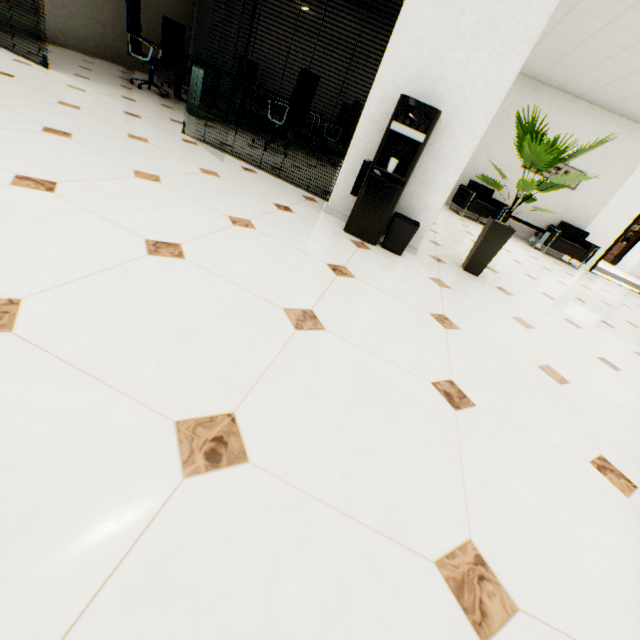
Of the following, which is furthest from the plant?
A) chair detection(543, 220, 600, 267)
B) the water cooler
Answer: chair detection(543, 220, 600, 267)

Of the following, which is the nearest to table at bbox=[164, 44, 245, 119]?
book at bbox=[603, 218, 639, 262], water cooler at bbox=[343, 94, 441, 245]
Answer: water cooler at bbox=[343, 94, 441, 245]

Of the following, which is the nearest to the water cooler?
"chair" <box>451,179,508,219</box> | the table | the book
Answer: the table

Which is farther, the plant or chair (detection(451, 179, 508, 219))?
chair (detection(451, 179, 508, 219))

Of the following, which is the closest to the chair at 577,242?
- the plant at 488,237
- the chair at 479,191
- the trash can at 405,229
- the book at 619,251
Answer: the chair at 479,191

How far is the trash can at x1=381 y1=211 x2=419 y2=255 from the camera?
2.78m

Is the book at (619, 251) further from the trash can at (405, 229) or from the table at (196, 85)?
the trash can at (405, 229)

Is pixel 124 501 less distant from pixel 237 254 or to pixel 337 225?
pixel 237 254
